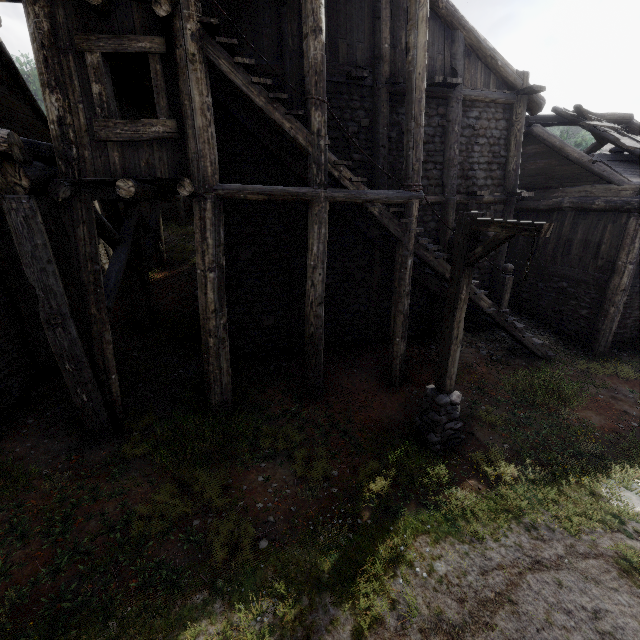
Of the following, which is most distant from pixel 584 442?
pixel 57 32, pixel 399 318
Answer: pixel 57 32

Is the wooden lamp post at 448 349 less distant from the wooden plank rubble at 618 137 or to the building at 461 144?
the building at 461 144

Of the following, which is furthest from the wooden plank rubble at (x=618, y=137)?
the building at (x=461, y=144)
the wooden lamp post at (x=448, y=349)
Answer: the wooden lamp post at (x=448, y=349)

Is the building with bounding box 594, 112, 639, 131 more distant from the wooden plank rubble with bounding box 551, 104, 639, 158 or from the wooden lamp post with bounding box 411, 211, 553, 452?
the wooden lamp post with bounding box 411, 211, 553, 452

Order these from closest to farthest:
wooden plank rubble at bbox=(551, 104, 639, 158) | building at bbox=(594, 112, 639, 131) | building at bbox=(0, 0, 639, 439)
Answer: building at bbox=(0, 0, 639, 439) < wooden plank rubble at bbox=(551, 104, 639, 158) < building at bbox=(594, 112, 639, 131)

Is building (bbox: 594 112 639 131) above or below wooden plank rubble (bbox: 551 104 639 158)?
above

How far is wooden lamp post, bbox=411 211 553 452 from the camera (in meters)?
4.85

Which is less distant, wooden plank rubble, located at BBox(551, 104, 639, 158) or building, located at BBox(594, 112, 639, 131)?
wooden plank rubble, located at BBox(551, 104, 639, 158)
